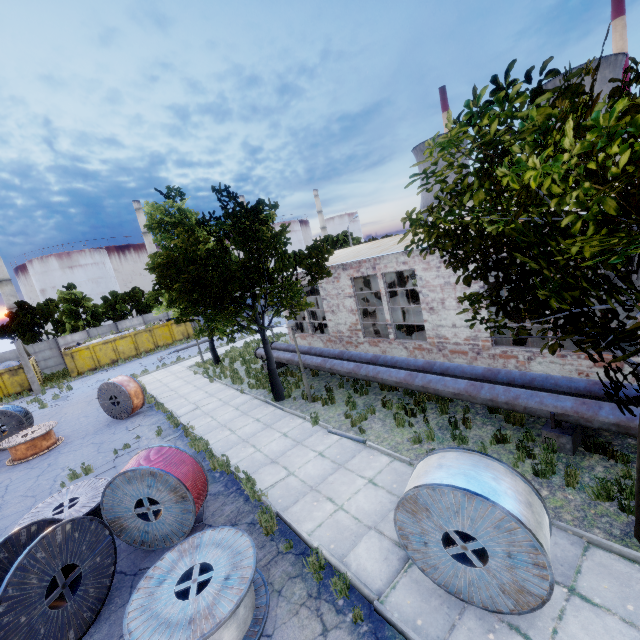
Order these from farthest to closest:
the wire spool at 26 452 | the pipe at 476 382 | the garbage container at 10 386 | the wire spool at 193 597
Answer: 1. the garbage container at 10 386
2. the wire spool at 26 452
3. the pipe at 476 382
4. the wire spool at 193 597

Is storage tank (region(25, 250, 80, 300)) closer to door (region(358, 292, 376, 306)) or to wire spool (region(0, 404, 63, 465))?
wire spool (region(0, 404, 63, 465))

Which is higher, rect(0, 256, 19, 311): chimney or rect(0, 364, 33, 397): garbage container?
rect(0, 256, 19, 311): chimney

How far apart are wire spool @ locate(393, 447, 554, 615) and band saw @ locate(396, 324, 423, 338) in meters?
9.7 m

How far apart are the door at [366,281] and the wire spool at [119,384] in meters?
15.3

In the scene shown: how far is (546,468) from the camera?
6.75m

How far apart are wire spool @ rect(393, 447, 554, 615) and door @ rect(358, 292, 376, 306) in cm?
1992

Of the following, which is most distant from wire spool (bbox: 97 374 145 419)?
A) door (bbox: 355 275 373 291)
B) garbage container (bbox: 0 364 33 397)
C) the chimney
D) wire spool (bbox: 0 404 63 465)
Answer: the chimney
